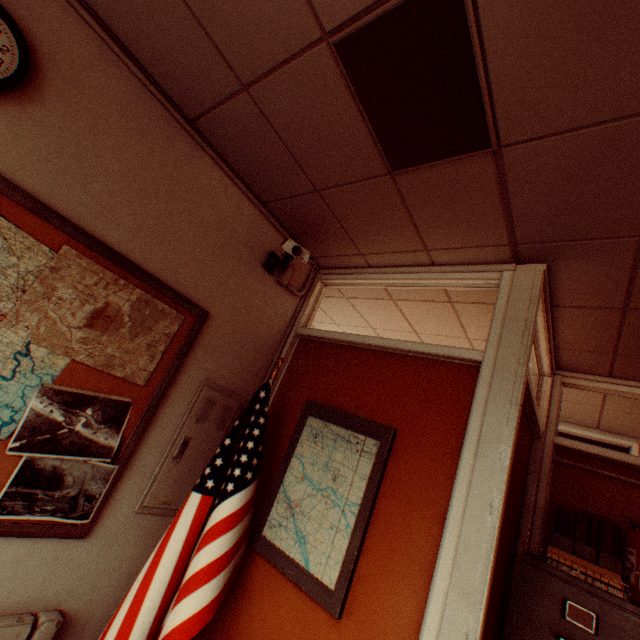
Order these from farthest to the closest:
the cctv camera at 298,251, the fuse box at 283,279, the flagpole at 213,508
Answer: the fuse box at 283,279
the cctv camera at 298,251
the flagpole at 213,508

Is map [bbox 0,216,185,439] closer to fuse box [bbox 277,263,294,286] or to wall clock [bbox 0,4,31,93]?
wall clock [bbox 0,4,31,93]

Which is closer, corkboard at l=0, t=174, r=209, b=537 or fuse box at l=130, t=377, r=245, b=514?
corkboard at l=0, t=174, r=209, b=537

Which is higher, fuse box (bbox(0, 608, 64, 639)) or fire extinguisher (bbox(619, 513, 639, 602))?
fire extinguisher (bbox(619, 513, 639, 602))

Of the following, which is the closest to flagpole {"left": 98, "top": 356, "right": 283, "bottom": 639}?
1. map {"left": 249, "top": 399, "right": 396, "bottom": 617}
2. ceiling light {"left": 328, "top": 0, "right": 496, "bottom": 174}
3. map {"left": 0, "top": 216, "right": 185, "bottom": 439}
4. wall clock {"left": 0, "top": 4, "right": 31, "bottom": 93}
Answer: map {"left": 249, "top": 399, "right": 396, "bottom": 617}

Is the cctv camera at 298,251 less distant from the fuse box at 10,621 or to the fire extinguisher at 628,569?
the fuse box at 10,621

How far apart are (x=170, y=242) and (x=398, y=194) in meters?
1.4 m

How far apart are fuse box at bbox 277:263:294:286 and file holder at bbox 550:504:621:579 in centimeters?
276cm
